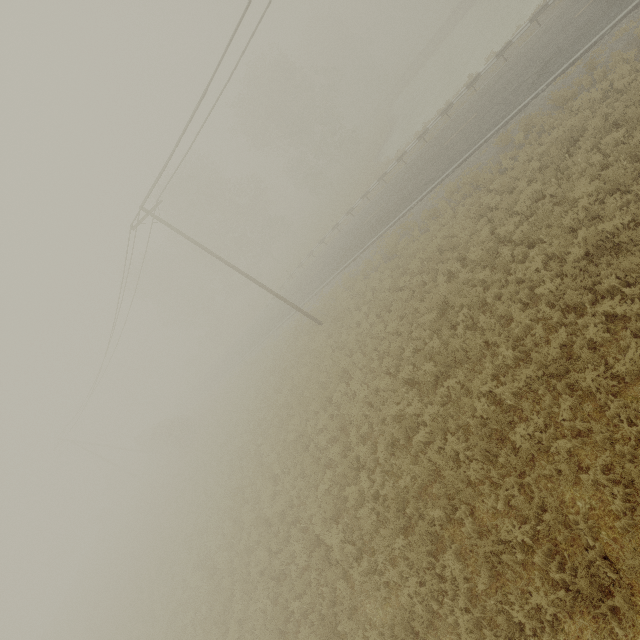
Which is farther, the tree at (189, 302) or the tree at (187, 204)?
the tree at (189, 302)

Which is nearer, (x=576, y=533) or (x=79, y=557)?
(x=576, y=533)

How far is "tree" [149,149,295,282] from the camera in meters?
38.0

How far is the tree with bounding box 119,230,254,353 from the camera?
45.16m

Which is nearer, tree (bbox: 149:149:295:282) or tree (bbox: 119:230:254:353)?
tree (bbox: 149:149:295:282)

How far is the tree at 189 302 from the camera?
45.2 meters
